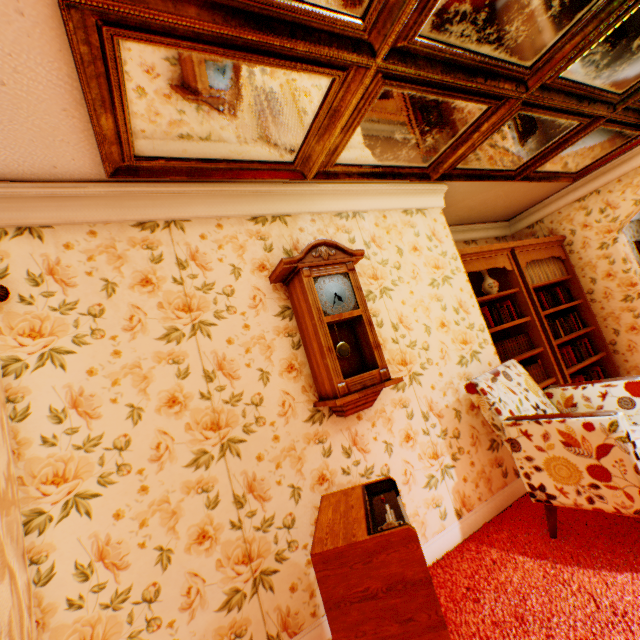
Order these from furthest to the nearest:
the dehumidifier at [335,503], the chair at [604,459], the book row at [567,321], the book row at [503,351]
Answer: the book row at [567,321]
the book row at [503,351]
the chair at [604,459]
the dehumidifier at [335,503]

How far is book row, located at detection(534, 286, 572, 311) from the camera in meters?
4.6 m

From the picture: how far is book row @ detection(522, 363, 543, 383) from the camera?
4.0m

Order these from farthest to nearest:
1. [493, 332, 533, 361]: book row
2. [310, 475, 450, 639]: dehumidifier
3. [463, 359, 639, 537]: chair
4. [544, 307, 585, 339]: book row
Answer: [544, 307, 585, 339]: book row < [493, 332, 533, 361]: book row < [463, 359, 639, 537]: chair < [310, 475, 450, 639]: dehumidifier

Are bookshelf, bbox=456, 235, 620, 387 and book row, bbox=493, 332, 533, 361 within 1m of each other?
yes

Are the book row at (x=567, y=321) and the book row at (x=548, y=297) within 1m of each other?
yes

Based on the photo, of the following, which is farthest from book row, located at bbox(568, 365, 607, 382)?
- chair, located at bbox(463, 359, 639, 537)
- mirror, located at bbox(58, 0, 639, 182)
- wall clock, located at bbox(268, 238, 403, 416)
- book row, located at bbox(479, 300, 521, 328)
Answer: wall clock, located at bbox(268, 238, 403, 416)

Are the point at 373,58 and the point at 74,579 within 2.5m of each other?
no
